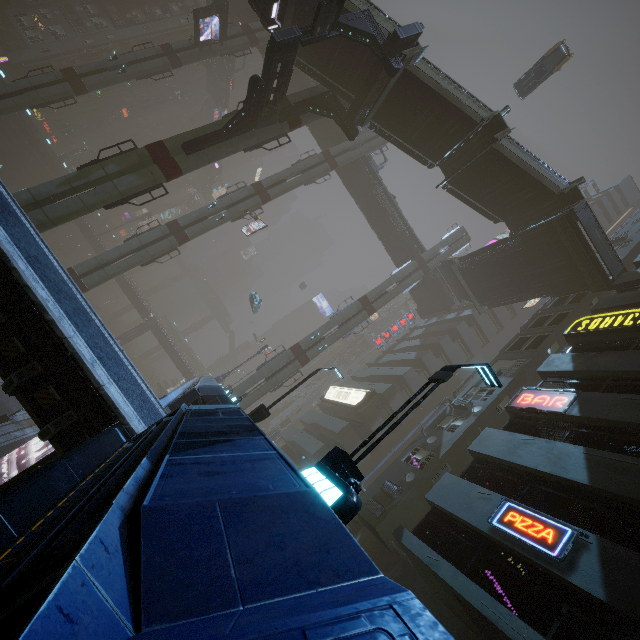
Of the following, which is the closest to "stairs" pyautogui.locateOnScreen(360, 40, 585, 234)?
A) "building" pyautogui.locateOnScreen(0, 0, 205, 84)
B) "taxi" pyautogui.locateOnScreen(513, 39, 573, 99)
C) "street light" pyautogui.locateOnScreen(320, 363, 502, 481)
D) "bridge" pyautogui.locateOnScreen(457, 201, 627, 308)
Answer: "bridge" pyautogui.locateOnScreen(457, 201, 627, 308)

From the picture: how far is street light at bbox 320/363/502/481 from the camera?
5.77m

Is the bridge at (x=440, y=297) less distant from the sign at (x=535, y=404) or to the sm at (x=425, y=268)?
the sm at (x=425, y=268)

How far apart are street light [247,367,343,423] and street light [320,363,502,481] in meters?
8.2

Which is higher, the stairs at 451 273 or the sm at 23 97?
the stairs at 451 273

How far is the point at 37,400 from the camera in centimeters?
718cm

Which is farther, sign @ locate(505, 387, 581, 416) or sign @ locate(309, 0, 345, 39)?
sign @ locate(309, 0, 345, 39)

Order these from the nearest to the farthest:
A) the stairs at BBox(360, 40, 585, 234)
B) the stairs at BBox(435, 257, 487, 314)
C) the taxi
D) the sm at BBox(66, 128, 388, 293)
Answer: the stairs at BBox(360, 40, 585, 234)
the taxi
the sm at BBox(66, 128, 388, 293)
the stairs at BBox(435, 257, 487, 314)
